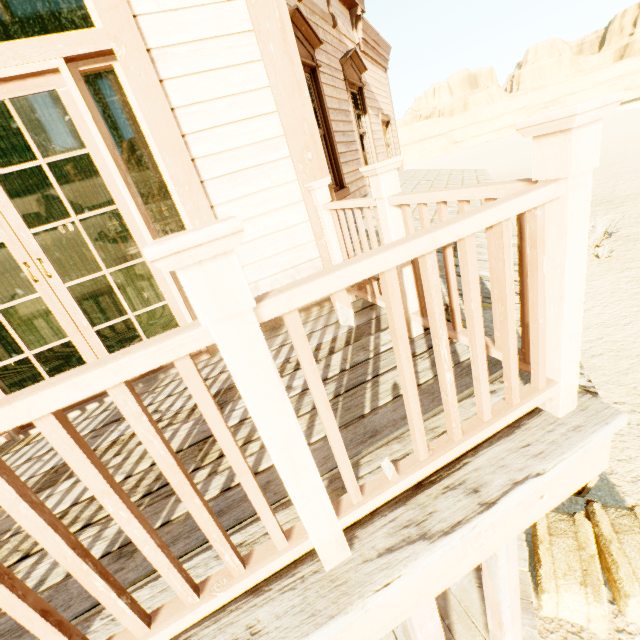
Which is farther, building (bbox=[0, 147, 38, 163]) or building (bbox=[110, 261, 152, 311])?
building (bbox=[0, 147, 38, 163])

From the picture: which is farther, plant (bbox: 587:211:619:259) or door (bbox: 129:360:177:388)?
plant (bbox: 587:211:619:259)

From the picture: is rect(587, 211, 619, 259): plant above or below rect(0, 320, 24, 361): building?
below

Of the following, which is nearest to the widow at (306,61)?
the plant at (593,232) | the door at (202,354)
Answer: the door at (202,354)

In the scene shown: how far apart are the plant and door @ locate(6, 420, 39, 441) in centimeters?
1175cm

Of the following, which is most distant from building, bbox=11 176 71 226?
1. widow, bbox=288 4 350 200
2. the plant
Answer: the plant

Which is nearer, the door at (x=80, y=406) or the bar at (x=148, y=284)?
the door at (x=80, y=406)

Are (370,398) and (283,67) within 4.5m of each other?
yes
